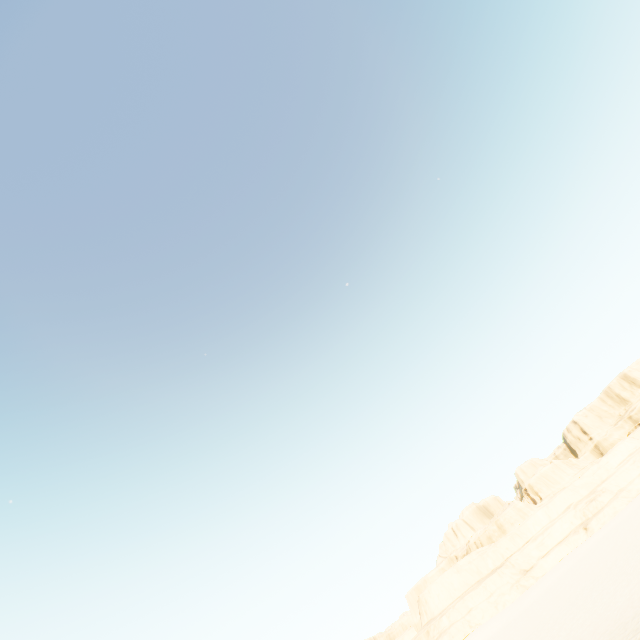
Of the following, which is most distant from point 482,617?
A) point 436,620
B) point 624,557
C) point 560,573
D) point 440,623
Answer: point 624,557
